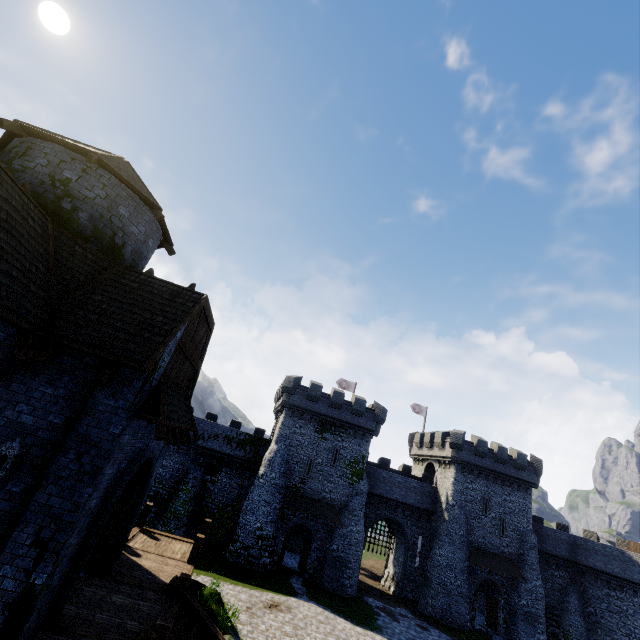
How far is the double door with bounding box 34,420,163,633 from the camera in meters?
7.5

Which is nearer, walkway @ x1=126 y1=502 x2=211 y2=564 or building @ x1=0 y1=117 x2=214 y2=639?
building @ x1=0 y1=117 x2=214 y2=639

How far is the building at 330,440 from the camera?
32.7 meters

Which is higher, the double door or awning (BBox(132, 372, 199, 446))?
awning (BBox(132, 372, 199, 446))

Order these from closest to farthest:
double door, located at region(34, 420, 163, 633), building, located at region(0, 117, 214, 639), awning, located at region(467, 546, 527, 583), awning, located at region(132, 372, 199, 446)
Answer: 1. building, located at region(0, 117, 214, 639)
2. double door, located at region(34, 420, 163, 633)
3. awning, located at region(132, 372, 199, 446)
4. awning, located at region(467, 546, 527, 583)

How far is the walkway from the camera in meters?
13.3 m

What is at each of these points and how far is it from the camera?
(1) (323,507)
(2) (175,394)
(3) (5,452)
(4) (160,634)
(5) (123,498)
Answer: (1) awning, 30.8m
(2) awning, 10.8m
(3) window slit, 7.1m
(4) stairs, 7.7m
(5) double door, 10.9m

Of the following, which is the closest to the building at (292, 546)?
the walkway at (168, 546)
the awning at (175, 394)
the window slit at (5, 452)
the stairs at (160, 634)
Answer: the walkway at (168, 546)
